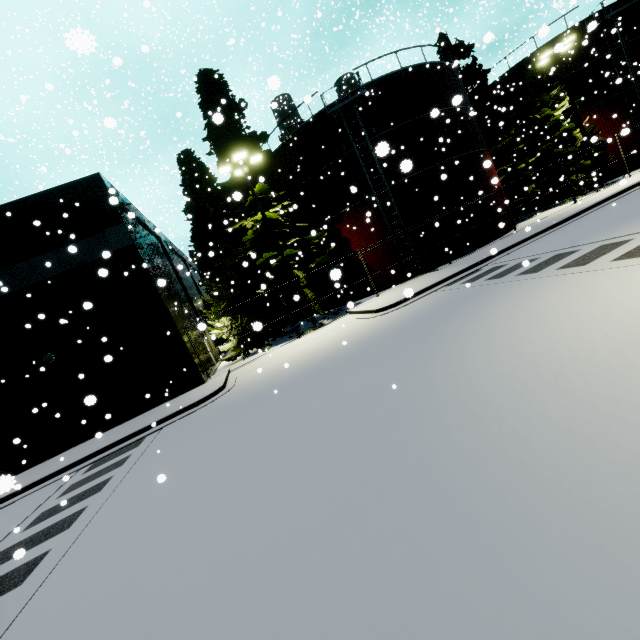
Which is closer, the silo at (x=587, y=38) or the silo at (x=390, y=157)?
the silo at (x=390, y=157)

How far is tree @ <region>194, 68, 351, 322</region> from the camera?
18.8m

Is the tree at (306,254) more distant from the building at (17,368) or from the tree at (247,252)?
the building at (17,368)

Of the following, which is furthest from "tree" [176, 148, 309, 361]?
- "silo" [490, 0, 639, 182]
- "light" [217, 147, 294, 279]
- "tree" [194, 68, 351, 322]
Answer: "silo" [490, 0, 639, 182]

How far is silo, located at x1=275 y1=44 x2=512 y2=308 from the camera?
19.9m

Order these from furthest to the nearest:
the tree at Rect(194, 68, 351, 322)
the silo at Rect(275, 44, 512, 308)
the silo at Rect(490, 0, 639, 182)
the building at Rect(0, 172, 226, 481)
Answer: the silo at Rect(490, 0, 639, 182)
the silo at Rect(275, 44, 512, 308)
the tree at Rect(194, 68, 351, 322)
the building at Rect(0, 172, 226, 481)

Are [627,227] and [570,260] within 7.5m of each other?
yes

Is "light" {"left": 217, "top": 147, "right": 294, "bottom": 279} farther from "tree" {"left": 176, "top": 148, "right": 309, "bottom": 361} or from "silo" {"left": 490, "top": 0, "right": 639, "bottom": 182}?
"silo" {"left": 490, "top": 0, "right": 639, "bottom": 182}
